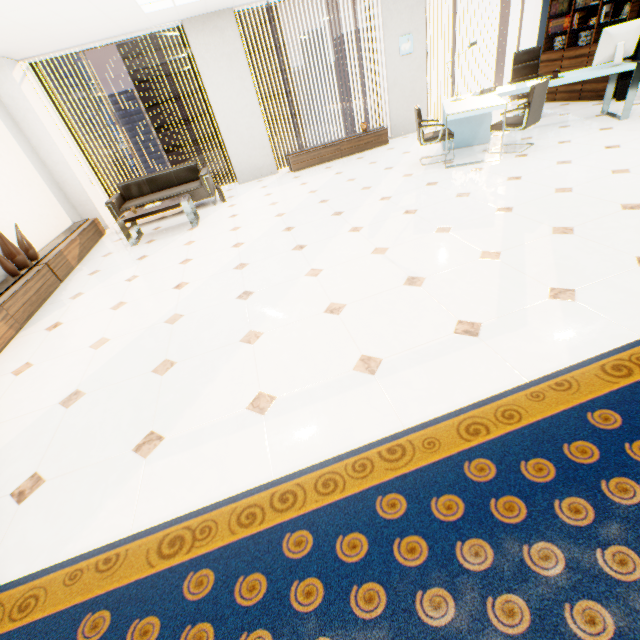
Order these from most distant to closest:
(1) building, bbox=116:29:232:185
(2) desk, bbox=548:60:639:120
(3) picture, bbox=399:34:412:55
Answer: (1) building, bbox=116:29:232:185 → (3) picture, bbox=399:34:412:55 → (2) desk, bbox=548:60:639:120

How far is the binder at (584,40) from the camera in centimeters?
632cm

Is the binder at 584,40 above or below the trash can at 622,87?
above

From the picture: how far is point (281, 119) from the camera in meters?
55.8 m

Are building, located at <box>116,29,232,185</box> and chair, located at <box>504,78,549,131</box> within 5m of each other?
no

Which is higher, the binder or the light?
the light

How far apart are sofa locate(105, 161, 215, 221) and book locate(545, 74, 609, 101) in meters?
7.9

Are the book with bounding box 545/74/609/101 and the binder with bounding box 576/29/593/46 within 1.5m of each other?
yes
